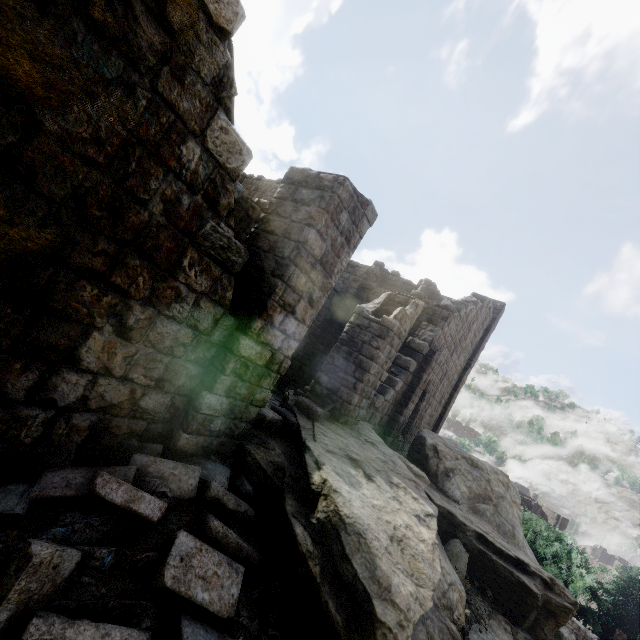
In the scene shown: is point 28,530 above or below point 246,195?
below

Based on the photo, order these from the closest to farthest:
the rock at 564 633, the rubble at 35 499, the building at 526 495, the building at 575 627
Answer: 1. the rubble at 35 499
2. the rock at 564 633
3. the building at 575 627
4. the building at 526 495

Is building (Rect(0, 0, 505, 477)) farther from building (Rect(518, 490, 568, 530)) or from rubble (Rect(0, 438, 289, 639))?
building (Rect(518, 490, 568, 530))

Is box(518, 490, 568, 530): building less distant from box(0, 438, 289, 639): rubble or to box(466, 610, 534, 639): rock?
box(466, 610, 534, 639): rock

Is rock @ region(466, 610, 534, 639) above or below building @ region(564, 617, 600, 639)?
above

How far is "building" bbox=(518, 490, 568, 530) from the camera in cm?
4238

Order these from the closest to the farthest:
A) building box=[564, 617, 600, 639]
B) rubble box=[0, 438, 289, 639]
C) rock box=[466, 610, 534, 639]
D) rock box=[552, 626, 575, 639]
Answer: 1. rubble box=[0, 438, 289, 639]
2. rock box=[466, 610, 534, 639]
3. rock box=[552, 626, 575, 639]
4. building box=[564, 617, 600, 639]

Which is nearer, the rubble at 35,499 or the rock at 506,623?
the rubble at 35,499
